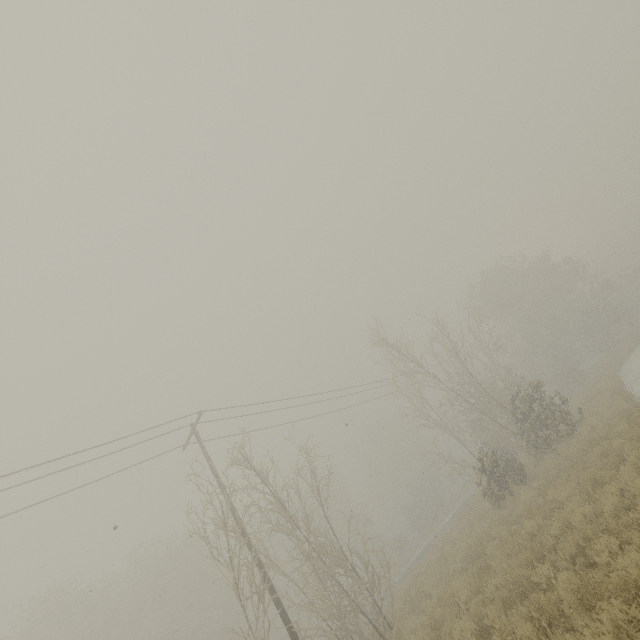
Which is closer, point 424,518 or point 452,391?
point 452,391
